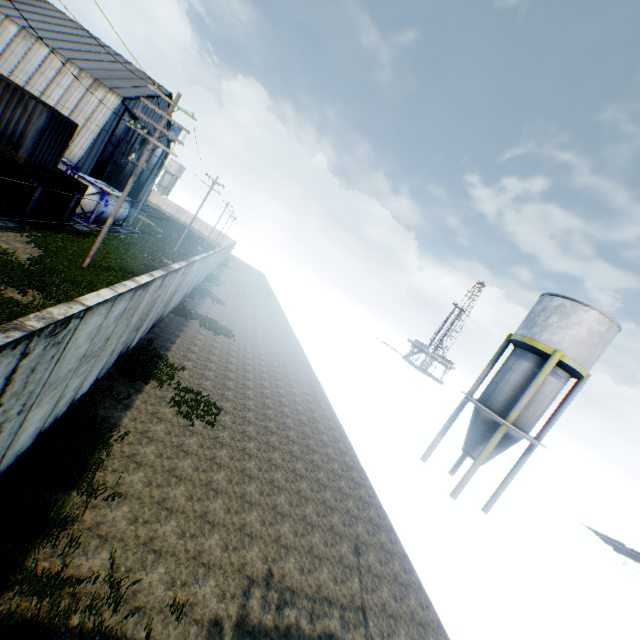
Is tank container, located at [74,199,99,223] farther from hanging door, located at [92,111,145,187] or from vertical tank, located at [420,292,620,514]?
vertical tank, located at [420,292,620,514]

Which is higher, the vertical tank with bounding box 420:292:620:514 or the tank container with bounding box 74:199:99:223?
the vertical tank with bounding box 420:292:620:514

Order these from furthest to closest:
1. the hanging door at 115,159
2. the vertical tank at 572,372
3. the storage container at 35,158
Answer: the hanging door at 115,159 → the vertical tank at 572,372 → the storage container at 35,158

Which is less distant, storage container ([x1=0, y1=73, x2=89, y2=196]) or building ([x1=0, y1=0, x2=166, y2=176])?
storage container ([x1=0, y1=73, x2=89, y2=196])

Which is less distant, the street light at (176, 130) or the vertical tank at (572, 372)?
the street light at (176, 130)

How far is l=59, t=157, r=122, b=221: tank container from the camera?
24.3 meters

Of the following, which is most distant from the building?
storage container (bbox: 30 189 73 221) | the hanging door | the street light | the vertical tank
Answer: the vertical tank

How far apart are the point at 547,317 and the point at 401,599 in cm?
1592
